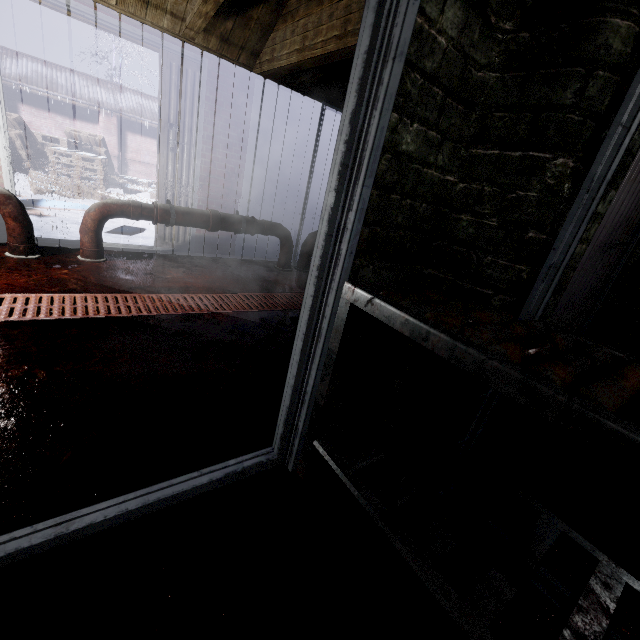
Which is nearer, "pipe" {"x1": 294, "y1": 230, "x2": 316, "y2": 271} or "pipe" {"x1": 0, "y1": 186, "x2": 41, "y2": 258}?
"pipe" {"x1": 0, "y1": 186, "x2": 41, "y2": 258}

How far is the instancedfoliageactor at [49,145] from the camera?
6.36m

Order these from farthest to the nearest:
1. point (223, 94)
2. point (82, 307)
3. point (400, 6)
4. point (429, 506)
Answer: point (223, 94) < point (82, 307) < point (429, 506) < point (400, 6)

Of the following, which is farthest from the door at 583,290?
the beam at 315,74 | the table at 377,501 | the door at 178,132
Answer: the door at 178,132

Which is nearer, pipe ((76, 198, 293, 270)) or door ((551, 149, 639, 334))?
door ((551, 149, 639, 334))

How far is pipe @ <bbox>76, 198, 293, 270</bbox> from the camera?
2.8 meters

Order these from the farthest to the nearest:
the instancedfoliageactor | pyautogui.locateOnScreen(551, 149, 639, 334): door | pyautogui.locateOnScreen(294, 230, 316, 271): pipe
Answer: the instancedfoliageactor < pyautogui.locateOnScreen(294, 230, 316, 271): pipe < pyautogui.locateOnScreen(551, 149, 639, 334): door

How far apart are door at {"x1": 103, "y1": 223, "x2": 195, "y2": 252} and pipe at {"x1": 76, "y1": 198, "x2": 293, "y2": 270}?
0.38m
